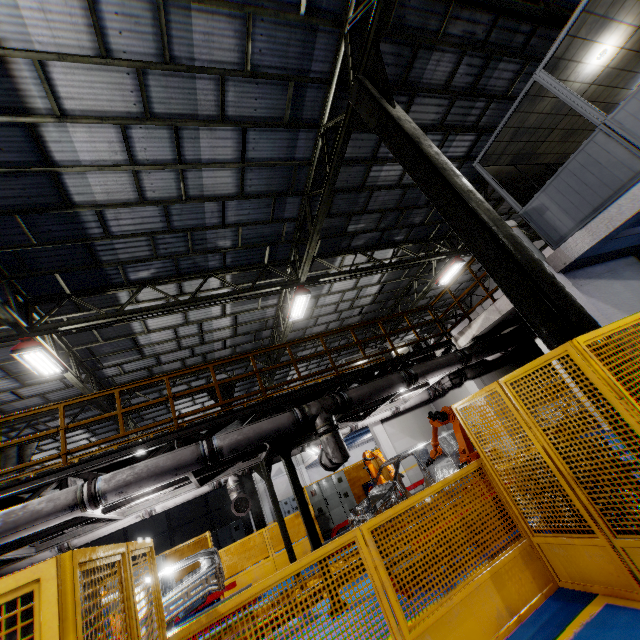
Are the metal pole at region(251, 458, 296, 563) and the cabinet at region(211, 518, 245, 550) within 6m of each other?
no

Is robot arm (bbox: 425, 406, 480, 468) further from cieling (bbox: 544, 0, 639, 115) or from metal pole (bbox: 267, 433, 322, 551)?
cieling (bbox: 544, 0, 639, 115)

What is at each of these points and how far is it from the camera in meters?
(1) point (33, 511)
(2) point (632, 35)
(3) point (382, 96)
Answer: (1) vent pipe, 5.2
(2) cieling, 6.6
(3) metal pole, 5.7

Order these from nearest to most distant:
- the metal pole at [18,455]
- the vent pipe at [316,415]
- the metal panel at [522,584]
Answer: the metal panel at [522,584] → the vent pipe at [316,415] → the metal pole at [18,455]

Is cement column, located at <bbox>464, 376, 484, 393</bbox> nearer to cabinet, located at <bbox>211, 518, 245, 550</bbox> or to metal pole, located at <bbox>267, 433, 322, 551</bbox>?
metal pole, located at <bbox>267, 433, 322, 551</bbox>

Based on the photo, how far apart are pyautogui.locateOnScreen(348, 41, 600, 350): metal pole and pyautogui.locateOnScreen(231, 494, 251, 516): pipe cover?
9.1 meters

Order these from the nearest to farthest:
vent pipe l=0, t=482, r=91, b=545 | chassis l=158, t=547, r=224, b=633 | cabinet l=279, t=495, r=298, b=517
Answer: vent pipe l=0, t=482, r=91, b=545 → chassis l=158, t=547, r=224, b=633 → cabinet l=279, t=495, r=298, b=517

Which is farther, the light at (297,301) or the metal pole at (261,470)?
the light at (297,301)
